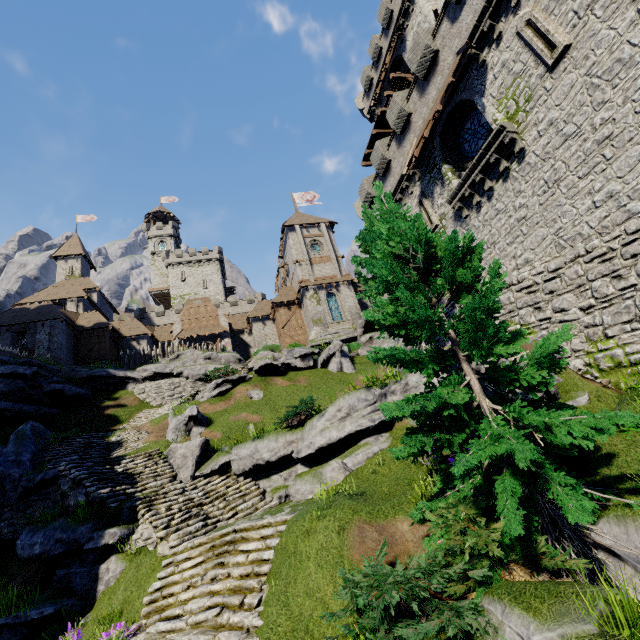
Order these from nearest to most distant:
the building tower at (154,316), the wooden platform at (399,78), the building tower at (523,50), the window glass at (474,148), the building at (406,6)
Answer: the building tower at (523,50) < the window glass at (474,148) < the building at (406,6) < the wooden platform at (399,78) < the building tower at (154,316)

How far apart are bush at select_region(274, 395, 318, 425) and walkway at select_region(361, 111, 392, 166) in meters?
25.9 m

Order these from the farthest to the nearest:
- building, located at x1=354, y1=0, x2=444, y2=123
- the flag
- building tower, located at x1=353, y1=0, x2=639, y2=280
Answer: the flag, building, located at x1=354, y1=0, x2=444, y2=123, building tower, located at x1=353, y1=0, x2=639, y2=280

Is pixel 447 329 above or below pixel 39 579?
above

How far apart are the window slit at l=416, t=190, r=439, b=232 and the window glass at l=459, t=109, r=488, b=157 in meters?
2.6

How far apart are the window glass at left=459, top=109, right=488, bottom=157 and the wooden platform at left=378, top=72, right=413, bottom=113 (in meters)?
13.10

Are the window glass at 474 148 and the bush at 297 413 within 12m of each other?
no

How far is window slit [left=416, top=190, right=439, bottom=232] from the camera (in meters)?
18.12
